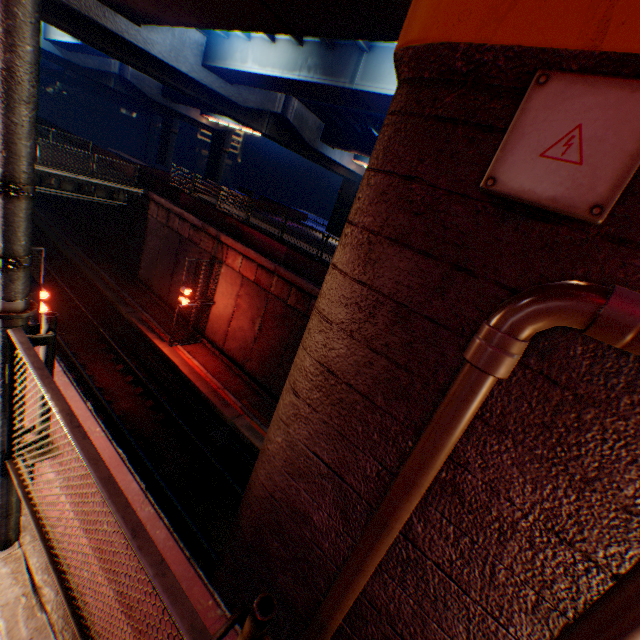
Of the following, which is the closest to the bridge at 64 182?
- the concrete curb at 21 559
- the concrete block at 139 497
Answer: the concrete curb at 21 559

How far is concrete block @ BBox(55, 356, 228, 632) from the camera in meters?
2.2 m

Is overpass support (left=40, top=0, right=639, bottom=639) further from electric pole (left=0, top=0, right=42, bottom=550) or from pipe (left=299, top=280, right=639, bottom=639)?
electric pole (left=0, top=0, right=42, bottom=550)

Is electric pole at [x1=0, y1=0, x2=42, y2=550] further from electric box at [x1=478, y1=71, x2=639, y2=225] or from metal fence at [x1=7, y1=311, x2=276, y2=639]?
electric box at [x1=478, y1=71, x2=639, y2=225]

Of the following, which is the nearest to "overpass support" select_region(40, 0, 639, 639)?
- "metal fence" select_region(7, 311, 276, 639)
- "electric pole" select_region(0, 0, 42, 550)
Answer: "metal fence" select_region(7, 311, 276, 639)

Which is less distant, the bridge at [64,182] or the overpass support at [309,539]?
the overpass support at [309,539]

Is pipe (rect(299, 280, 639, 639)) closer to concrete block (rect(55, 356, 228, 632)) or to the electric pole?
concrete block (rect(55, 356, 228, 632))

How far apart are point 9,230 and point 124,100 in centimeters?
6522cm
